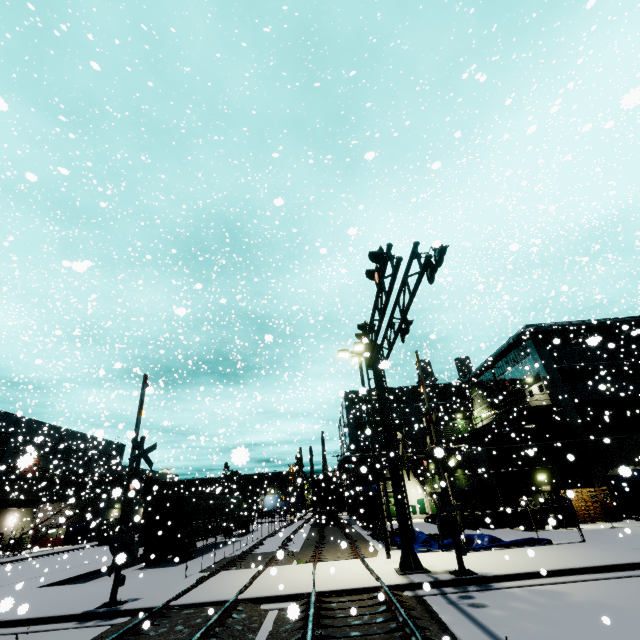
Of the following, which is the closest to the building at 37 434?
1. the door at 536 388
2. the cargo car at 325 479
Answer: the door at 536 388

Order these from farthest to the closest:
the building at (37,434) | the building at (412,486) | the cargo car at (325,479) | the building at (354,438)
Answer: the cargo car at (325,479) → the building at (354,438) → the building at (412,486) → the building at (37,434)

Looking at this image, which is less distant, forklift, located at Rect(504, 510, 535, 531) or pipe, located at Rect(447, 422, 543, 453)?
forklift, located at Rect(504, 510, 535, 531)

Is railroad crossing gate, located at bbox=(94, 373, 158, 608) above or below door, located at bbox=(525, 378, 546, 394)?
below

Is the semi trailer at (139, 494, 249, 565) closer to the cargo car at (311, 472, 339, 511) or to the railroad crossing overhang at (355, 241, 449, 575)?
the cargo car at (311, 472, 339, 511)

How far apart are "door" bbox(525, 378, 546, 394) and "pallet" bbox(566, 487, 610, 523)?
6.6 meters

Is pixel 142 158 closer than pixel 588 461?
Yes

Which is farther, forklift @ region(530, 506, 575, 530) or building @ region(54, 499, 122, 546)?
building @ region(54, 499, 122, 546)
